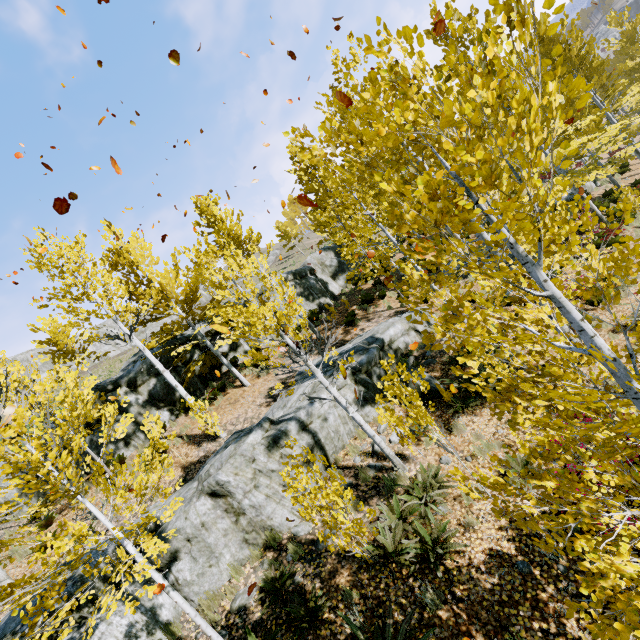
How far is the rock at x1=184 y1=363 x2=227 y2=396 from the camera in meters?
15.2 m

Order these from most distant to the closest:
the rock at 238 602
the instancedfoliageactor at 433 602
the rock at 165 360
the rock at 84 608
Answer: the rock at 165 360
the rock at 238 602
the rock at 84 608
the instancedfoliageactor at 433 602

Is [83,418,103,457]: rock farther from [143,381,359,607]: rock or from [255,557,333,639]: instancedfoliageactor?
[143,381,359,607]: rock

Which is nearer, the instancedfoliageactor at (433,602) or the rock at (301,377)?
the instancedfoliageactor at (433,602)

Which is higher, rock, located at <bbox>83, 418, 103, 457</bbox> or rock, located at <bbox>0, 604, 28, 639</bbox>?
rock, located at <bbox>83, 418, 103, 457</bbox>

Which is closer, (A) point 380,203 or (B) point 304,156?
(B) point 304,156
